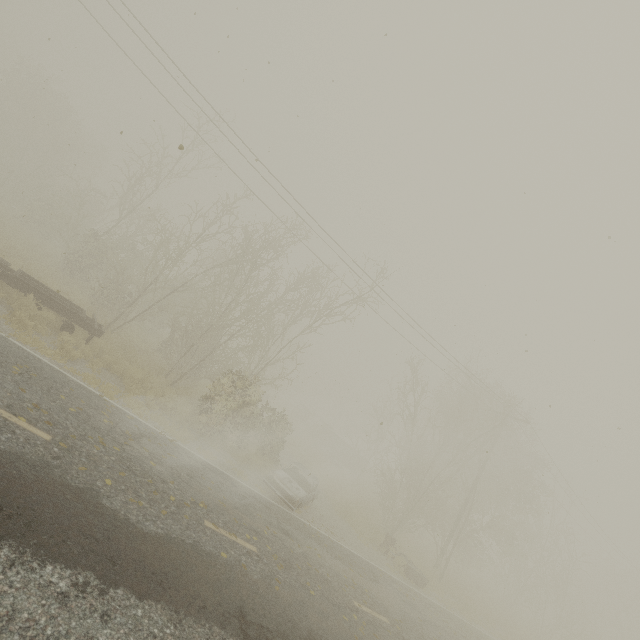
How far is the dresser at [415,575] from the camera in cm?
1550

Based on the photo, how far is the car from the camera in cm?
1224

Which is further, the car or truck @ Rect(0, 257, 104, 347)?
the car

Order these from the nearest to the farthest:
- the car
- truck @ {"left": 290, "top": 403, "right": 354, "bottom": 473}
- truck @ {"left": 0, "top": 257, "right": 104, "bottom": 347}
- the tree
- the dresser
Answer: truck @ {"left": 0, "top": 257, "right": 104, "bottom": 347}, the car, the dresser, the tree, truck @ {"left": 290, "top": 403, "right": 354, "bottom": 473}

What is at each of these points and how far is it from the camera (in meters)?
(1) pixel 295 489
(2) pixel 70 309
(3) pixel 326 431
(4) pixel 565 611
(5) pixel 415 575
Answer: (1) car, 12.59
(2) truck, 12.12
(3) truck, 40.72
(4) tree, 26.45
(5) dresser, 15.73

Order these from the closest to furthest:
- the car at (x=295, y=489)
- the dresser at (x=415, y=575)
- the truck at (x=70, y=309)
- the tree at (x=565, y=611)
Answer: the truck at (x=70, y=309) → the car at (x=295, y=489) → the dresser at (x=415, y=575) → the tree at (x=565, y=611)

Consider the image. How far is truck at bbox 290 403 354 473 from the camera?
37.56m

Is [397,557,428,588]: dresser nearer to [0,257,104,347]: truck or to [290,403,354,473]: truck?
[0,257,104,347]: truck
